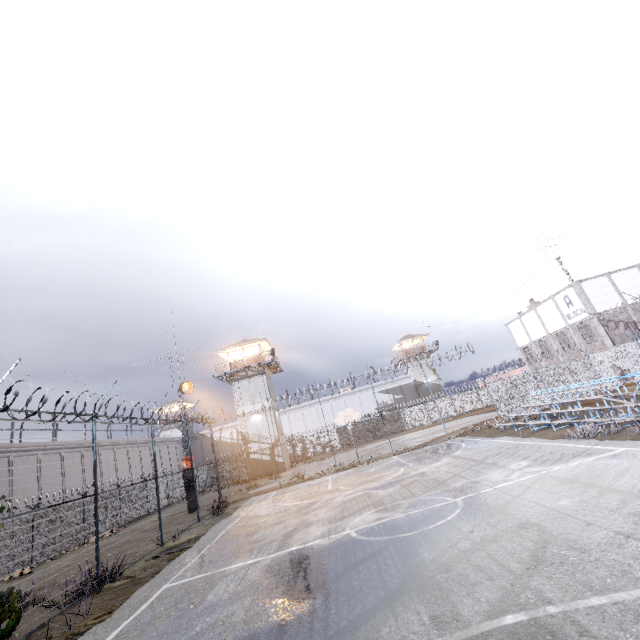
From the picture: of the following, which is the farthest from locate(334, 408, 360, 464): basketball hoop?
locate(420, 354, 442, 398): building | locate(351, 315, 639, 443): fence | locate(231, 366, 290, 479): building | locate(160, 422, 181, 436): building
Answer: locate(160, 422, 181, 436): building

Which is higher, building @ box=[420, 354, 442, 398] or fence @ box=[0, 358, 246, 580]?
building @ box=[420, 354, 442, 398]

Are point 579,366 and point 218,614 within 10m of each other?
no

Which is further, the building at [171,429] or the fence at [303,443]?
the building at [171,429]

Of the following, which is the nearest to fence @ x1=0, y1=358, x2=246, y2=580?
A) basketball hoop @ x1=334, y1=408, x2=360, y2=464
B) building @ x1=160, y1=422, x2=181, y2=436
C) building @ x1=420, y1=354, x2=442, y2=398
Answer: basketball hoop @ x1=334, y1=408, x2=360, y2=464

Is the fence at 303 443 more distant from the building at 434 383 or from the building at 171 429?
the building at 171 429
